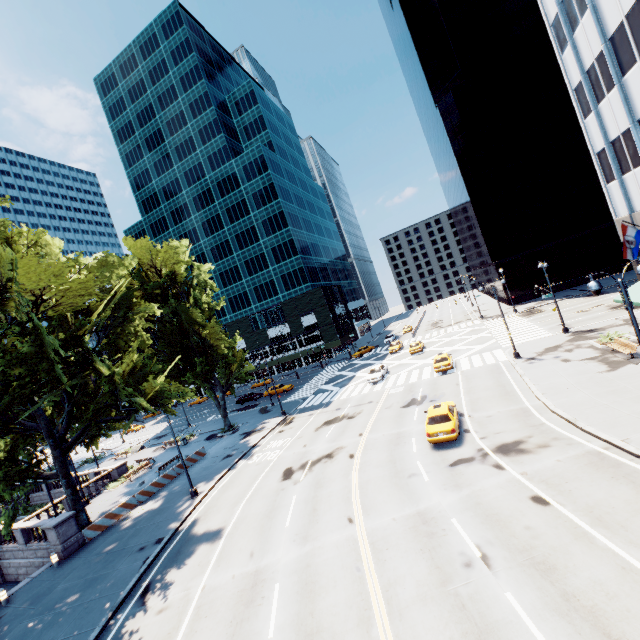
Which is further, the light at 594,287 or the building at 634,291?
the building at 634,291

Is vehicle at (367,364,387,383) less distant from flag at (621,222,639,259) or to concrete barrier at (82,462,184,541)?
concrete barrier at (82,462,184,541)

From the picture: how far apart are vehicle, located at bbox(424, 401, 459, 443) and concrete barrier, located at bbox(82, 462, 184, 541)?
23.1m

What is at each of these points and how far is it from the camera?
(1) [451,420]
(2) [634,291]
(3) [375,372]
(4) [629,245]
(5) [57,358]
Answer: (1) vehicle, 19.30m
(2) building, 24.70m
(3) vehicle, 39.28m
(4) flag, 19.89m
(5) tree, 17.44m

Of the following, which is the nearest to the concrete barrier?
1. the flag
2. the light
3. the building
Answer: the light

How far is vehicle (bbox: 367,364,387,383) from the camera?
37.78m

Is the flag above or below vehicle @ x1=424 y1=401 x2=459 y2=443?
above

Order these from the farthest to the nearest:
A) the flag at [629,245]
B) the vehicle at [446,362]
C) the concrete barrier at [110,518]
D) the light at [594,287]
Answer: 1. the vehicle at [446,362]
2. the concrete barrier at [110,518]
3. the flag at [629,245]
4. the light at [594,287]
